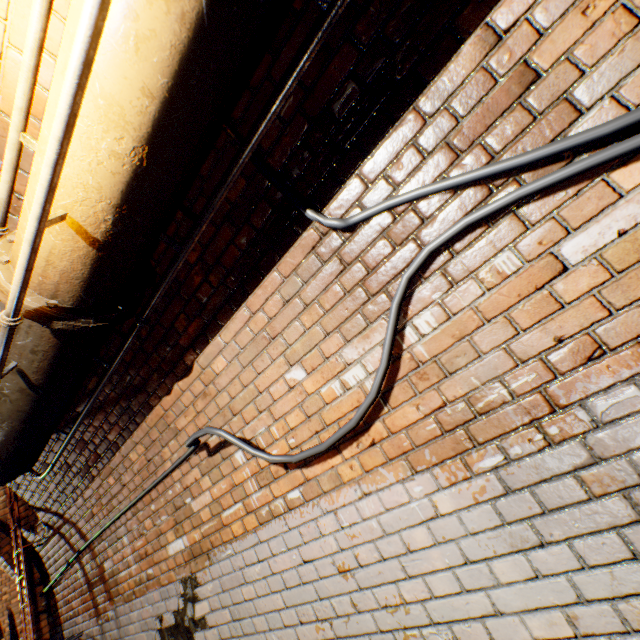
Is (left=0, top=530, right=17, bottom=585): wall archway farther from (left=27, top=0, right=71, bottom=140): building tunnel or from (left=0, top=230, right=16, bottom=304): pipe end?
(left=0, top=230, right=16, bottom=304): pipe end

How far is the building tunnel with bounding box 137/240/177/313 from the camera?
1.88m

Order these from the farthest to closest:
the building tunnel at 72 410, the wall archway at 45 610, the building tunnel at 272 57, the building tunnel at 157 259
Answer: the wall archway at 45 610 < the building tunnel at 72 410 < the building tunnel at 157 259 < the building tunnel at 272 57

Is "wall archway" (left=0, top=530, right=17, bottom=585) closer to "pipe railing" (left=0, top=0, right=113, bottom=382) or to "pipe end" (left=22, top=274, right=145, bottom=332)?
"pipe railing" (left=0, top=0, right=113, bottom=382)

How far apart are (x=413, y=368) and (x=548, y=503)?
0.6m

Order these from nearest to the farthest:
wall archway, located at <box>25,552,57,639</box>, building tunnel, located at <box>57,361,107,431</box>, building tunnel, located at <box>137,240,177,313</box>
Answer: building tunnel, located at <box>137,240,177,313</box>
building tunnel, located at <box>57,361,107,431</box>
wall archway, located at <box>25,552,57,639</box>

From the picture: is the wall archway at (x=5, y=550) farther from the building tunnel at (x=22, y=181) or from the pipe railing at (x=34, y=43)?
the pipe railing at (x=34, y=43)
